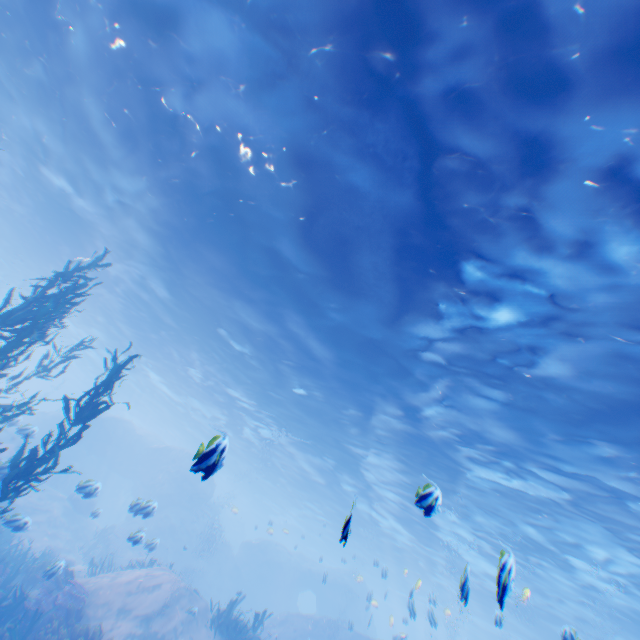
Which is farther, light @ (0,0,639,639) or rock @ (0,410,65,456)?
rock @ (0,410,65,456)

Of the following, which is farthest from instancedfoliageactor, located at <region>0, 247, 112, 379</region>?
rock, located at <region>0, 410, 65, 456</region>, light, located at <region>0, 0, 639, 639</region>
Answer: light, located at <region>0, 0, 639, 639</region>

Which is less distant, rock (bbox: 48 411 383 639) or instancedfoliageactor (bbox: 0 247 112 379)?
instancedfoliageactor (bbox: 0 247 112 379)

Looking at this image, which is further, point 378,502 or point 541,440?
point 378,502

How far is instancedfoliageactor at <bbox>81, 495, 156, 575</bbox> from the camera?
14.3 meters

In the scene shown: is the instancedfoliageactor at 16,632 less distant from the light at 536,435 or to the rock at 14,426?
the rock at 14,426

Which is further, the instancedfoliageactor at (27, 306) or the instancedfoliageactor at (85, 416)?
the instancedfoliageactor at (27, 306)
